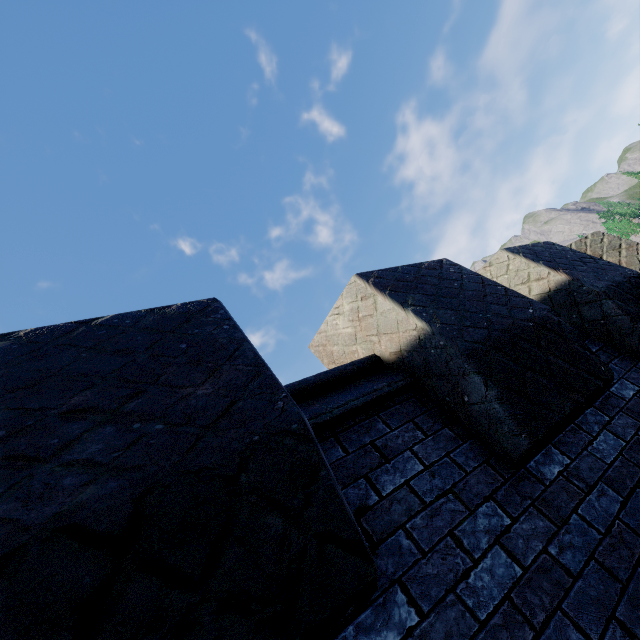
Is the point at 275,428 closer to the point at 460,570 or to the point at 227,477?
the point at 227,477
